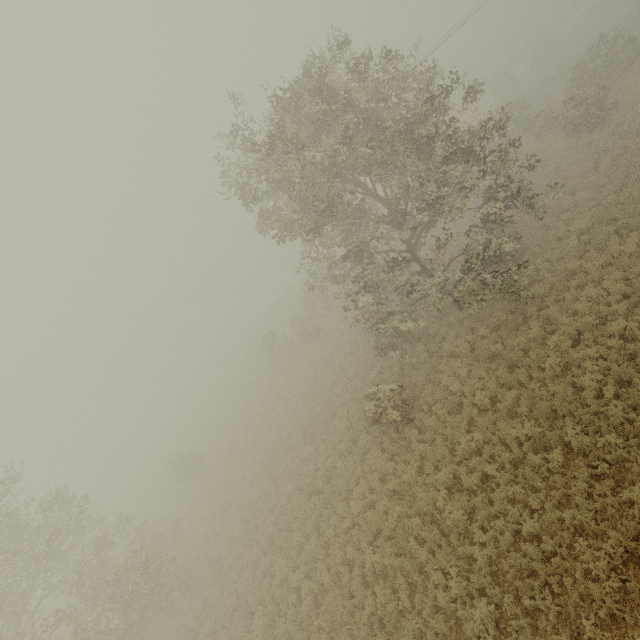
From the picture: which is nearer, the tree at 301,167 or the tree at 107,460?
the tree at 301,167

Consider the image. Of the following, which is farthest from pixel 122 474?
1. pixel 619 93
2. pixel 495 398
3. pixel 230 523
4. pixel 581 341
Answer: pixel 619 93

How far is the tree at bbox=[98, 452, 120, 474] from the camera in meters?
55.6 m

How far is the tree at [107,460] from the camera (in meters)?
55.62

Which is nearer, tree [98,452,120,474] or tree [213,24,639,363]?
tree [213,24,639,363]
